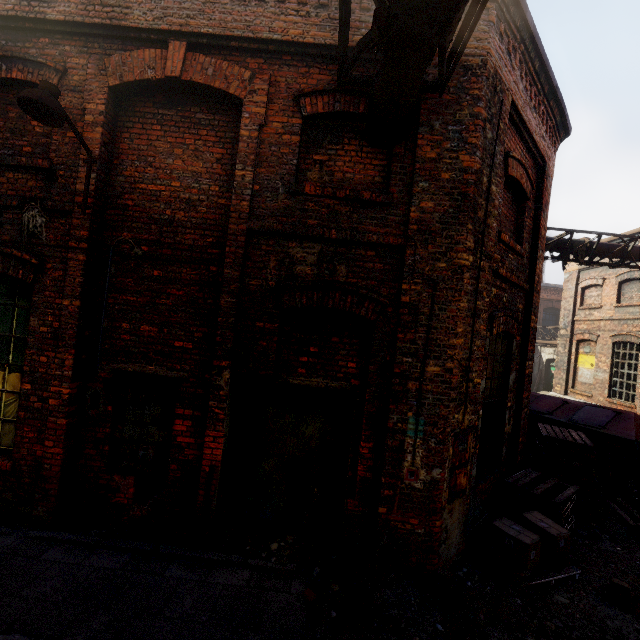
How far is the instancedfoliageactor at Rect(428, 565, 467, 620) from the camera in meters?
3.0 m

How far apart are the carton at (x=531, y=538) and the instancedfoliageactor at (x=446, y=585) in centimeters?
104cm

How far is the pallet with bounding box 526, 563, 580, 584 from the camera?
4.2 meters

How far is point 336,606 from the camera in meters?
3.5

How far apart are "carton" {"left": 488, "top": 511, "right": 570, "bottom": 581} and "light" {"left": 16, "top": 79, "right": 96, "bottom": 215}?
7.2m

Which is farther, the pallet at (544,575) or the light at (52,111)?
the pallet at (544,575)

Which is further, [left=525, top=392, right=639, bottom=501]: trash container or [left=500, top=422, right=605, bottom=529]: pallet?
[left=525, top=392, right=639, bottom=501]: trash container

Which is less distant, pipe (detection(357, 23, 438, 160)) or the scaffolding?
the scaffolding
